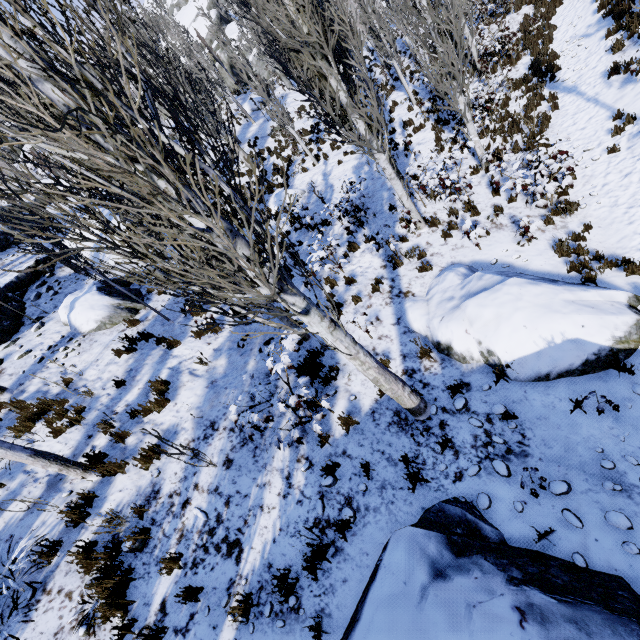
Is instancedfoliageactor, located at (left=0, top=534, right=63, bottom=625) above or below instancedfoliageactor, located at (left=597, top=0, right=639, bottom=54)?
above

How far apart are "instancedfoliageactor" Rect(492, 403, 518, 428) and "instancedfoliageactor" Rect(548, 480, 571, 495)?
0.9 meters

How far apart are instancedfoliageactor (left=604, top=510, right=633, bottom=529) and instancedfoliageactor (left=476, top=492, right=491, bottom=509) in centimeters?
125cm

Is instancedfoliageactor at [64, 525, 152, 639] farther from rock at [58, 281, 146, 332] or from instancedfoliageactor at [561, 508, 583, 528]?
instancedfoliageactor at [561, 508, 583, 528]

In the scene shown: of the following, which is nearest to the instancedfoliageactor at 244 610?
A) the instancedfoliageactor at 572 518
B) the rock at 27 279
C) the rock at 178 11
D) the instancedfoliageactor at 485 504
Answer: the rock at 27 279

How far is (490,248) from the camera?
8.1 meters

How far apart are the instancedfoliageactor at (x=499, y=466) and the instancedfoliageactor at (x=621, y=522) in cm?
110

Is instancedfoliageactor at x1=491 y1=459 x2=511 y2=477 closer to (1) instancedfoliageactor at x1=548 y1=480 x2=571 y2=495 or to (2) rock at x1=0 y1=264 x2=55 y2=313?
(1) instancedfoliageactor at x1=548 y1=480 x2=571 y2=495
